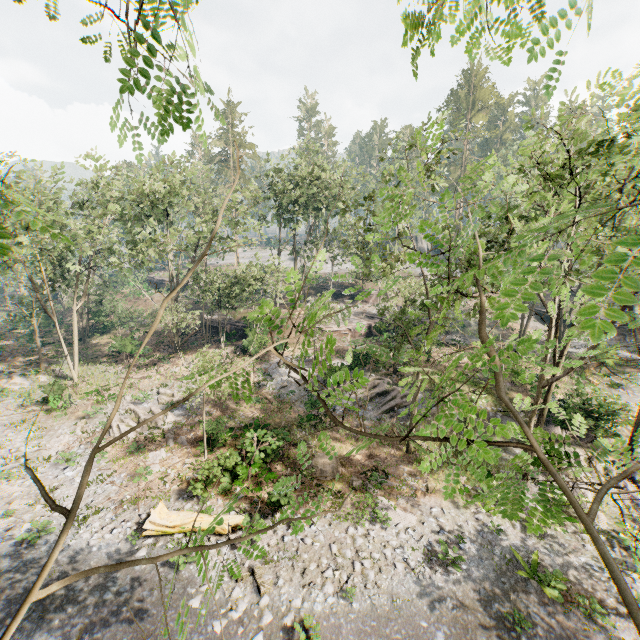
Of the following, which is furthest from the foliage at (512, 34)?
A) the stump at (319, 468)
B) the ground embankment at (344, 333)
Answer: the stump at (319, 468)

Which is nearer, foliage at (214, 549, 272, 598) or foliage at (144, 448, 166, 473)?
foliage at (214, 549, 272, 598)

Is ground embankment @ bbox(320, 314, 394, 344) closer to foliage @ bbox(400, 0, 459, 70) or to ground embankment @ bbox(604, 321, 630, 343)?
ground embankment @ bbox(604, 321, 630, 343)

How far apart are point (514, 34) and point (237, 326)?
35.3 meters

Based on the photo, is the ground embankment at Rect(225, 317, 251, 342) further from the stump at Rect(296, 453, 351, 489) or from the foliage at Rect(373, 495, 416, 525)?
the stump at Rect(296, 453, 351, 489)

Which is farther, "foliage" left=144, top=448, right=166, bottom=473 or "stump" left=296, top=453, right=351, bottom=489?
"foliage" left=144, top=448, right=166, bottom=473

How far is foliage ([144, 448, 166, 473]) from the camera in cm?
1797

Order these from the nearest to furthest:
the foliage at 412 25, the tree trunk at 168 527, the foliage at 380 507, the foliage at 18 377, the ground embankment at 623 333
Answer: the foliage at 412 25 → the tree trunk at 168 527 → the foliage at 380 507 → the foliage at 18 377 → the ground embankment at 623 333
